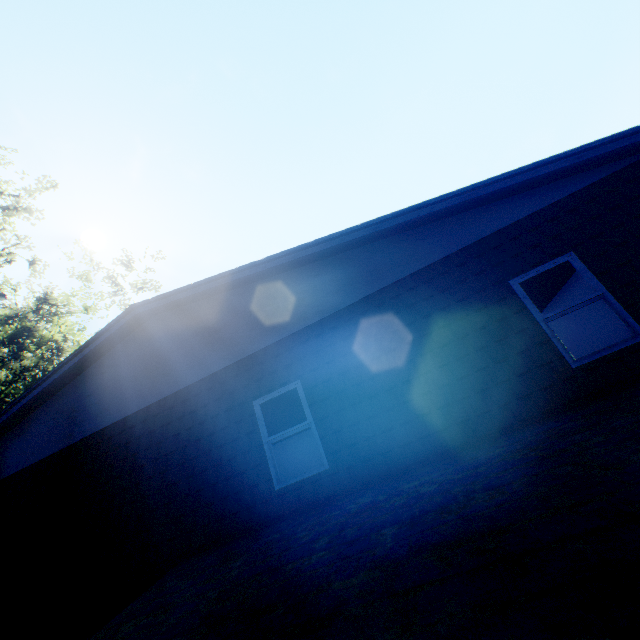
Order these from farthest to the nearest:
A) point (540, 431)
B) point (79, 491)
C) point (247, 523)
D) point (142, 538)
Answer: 1. point (79, 491)
2. point (142, 538)
3. point (247, 523)
4. point (540, 431)
